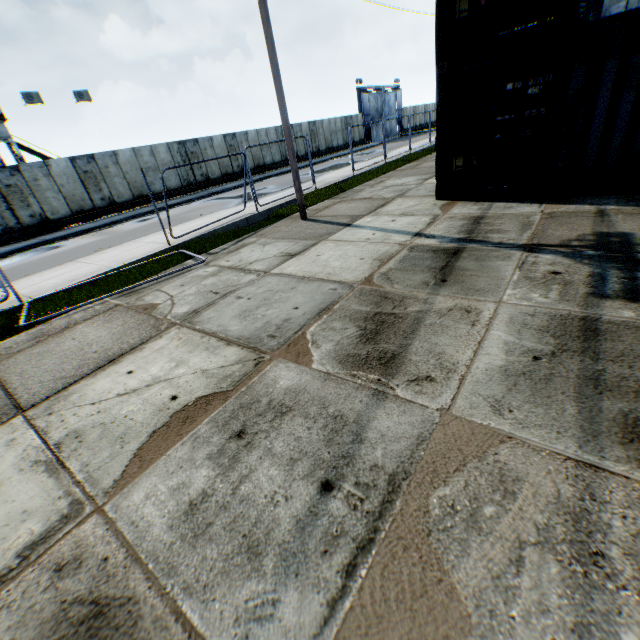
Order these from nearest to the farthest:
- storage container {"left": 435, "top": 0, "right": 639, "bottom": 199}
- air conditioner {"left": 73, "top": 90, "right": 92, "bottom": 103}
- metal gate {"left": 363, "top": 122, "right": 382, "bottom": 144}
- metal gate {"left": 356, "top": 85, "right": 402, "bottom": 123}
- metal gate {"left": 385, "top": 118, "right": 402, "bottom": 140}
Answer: storage container {"left": 435, "top": 0, "right": 639, "bottom": 199} < air conditioner {"left": 73, "top": 90, "right": 92, "bottom": 103} < metal gate {"left": 356, "top": 85, "right": 402, "bottom": 123} < metal gate {"left": 363, "top": 122, "right": 382, "bottom": 144} < metal gate {"left": 385, "top": 118, "right": 402, "bottom": 140}

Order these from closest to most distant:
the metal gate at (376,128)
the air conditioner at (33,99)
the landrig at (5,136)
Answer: the air conditioner at (33,99) < the landrig at (5,136) < the metal gate at (376,128)

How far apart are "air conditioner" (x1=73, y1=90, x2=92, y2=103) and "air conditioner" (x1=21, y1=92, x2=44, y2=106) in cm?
183

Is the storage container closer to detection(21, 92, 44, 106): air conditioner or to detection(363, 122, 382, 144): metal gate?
detection(21, 92, 44, 106): air conditioner

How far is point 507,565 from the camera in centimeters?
168cm

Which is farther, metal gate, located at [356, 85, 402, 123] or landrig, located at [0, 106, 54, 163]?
metal gate, located at [356, 85, 402, 123]

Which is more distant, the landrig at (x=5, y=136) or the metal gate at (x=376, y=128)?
the metal gate at (x=376, y=128)

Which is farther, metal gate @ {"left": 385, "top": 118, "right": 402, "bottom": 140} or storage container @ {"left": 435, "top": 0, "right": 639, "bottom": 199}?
metal gate @ {"left": 385, "top": 118, "right": 402, "bottom": 140}
